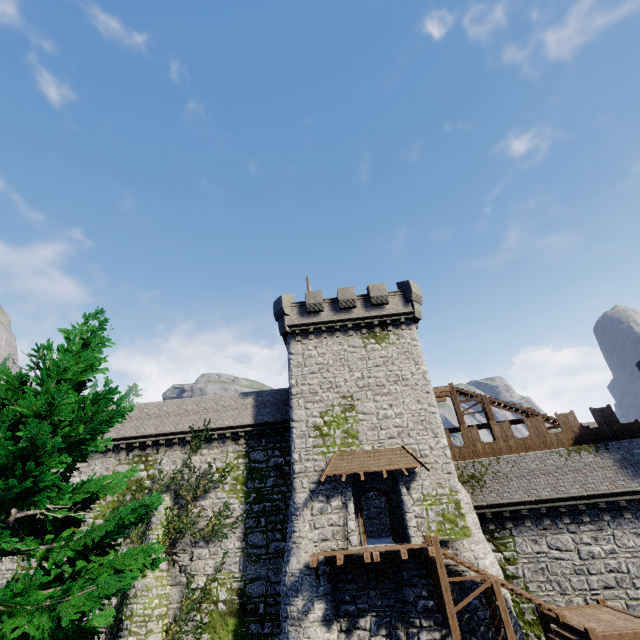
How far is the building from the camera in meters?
18.2

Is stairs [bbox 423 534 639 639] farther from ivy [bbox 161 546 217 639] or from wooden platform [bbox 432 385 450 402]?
ivy [bbox 161 546 217 639]

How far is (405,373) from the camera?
22.5 meters

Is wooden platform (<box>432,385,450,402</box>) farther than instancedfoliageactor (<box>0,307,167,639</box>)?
Yes

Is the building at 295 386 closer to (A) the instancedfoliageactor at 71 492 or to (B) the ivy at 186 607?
(B) the ivy at 186 607

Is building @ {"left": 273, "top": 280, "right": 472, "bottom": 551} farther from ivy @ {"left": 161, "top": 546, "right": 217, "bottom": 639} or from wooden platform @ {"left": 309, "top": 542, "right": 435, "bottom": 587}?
ivy @ {"left": 161, "top": 546, "right": 217, "bottom": 639}

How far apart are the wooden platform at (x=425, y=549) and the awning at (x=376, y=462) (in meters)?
3.09

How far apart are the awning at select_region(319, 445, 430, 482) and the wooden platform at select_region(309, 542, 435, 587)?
3.09m
